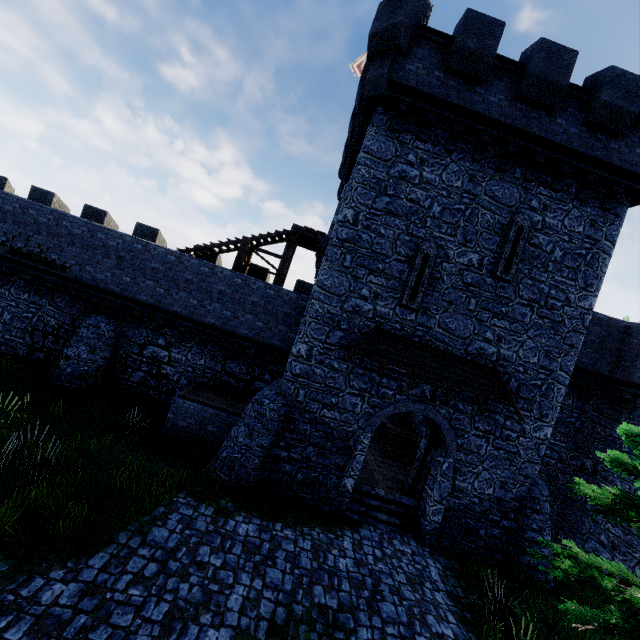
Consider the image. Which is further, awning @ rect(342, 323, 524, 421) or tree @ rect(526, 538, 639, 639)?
awning @ rect(342, 323, 524, 421)

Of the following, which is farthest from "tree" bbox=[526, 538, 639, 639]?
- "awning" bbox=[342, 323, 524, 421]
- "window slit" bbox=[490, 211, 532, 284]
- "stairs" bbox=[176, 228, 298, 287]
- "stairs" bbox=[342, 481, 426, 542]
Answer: "stairs" bbox=[176, 228, 298, 287]

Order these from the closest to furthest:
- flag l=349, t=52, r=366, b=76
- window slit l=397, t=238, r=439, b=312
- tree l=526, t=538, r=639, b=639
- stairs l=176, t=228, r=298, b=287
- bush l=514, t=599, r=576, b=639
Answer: tree l=526, t=538, r=639, b=639 < bush l=514, t=599, r=576, b=639 < window slit l=397, t=238, r=439, b=312 < stairs l=176, t=228, r=298, b=287 < flag l=349, t=52, r=366, b=76

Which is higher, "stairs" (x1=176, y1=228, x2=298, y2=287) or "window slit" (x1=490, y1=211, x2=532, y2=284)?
"window slit" (x1=490, y1=211, x2=532, y2=284)

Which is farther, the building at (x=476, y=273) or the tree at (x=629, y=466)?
the building at (x=476, y=273)

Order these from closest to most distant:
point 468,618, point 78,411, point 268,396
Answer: point 468,618 → point 268,396 → point 78,411

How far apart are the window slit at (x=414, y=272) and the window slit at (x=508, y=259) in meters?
1.9

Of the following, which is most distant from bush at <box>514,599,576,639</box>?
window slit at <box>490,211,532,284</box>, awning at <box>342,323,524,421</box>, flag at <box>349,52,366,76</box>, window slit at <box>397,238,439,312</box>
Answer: flag at <box>349,52,366,76</box>
